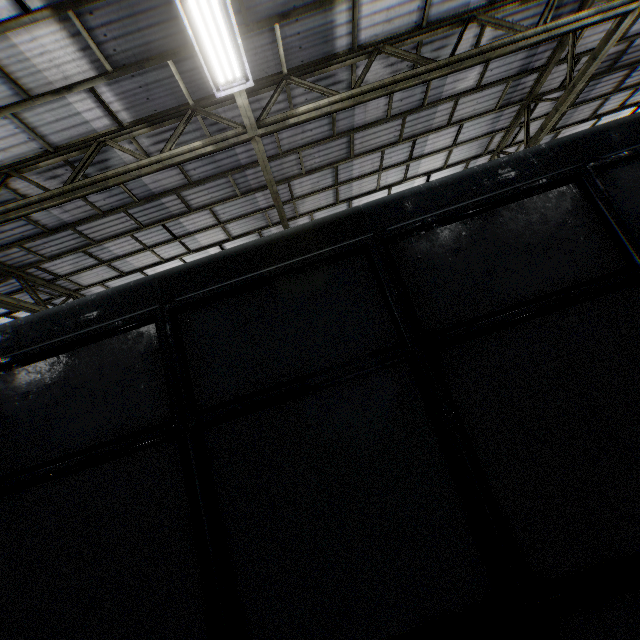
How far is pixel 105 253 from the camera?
9.6 meters
